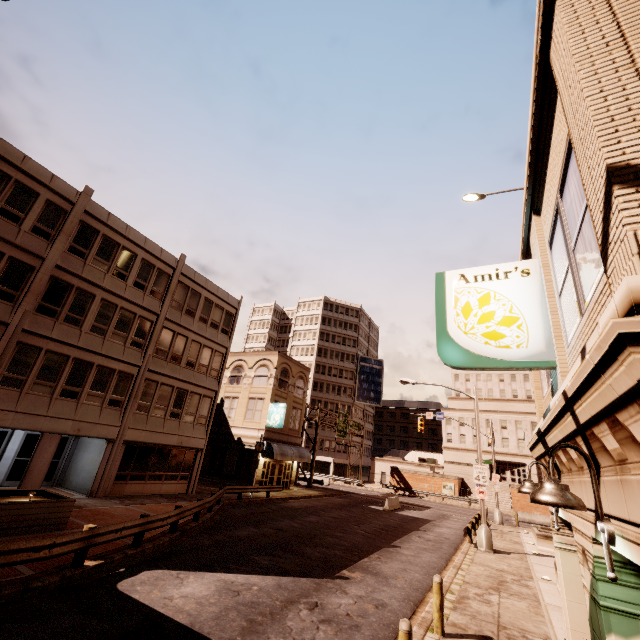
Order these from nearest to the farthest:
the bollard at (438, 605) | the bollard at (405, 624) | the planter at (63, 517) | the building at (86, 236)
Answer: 1. the bollard at (405, 624)
2. the bollard at (438, 605)
3. the planter at (63, 517)
4. the building at (86, 236)

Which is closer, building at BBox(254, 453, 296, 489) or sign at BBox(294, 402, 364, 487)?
building at BBox(254, 453, 296, 489)

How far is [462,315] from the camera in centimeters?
538cm

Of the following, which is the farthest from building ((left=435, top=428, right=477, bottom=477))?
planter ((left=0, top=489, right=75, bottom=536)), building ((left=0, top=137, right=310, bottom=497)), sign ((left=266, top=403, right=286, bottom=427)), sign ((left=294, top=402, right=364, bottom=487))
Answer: planter ((left=0, top=489, right=75, bottom=536))

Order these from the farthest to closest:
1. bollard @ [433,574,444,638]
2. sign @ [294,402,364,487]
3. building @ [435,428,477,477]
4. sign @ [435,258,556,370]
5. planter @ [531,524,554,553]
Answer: building @ [435,428,477,477] → sign @ [294,402,364,487] → planter @ [531,524,554,553] → bollard @ [433,574,444,638] → sign @ [435,258,556,370]

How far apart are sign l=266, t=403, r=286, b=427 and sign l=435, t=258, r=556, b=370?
Result: 27.3m

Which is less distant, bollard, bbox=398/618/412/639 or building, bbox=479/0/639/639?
building, bbox=479/0/639/639

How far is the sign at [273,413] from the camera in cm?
3089
